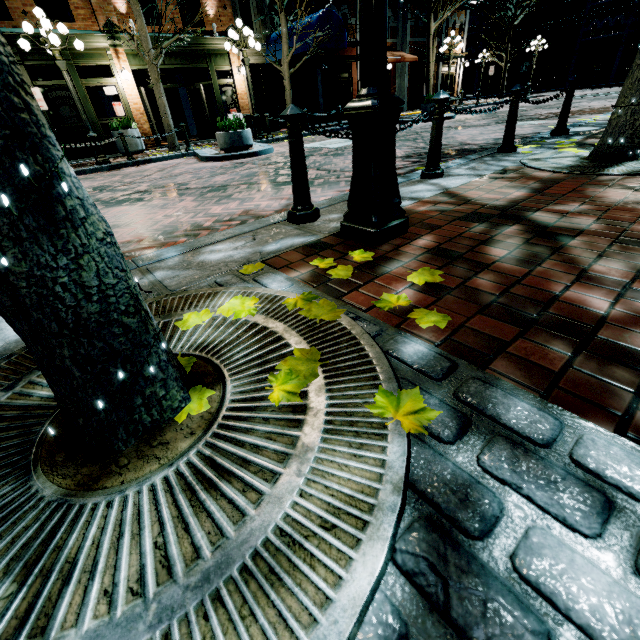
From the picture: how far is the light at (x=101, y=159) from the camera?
10.0m

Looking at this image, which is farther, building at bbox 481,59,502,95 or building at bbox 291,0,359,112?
building at bbox 481,59,502,95

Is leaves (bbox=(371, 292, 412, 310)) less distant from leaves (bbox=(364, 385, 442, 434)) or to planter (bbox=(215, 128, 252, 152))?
leaves (bbox=(364, 385, 442, 434))

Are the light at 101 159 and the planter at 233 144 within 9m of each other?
yes

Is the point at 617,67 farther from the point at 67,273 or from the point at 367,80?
the point at 67,273

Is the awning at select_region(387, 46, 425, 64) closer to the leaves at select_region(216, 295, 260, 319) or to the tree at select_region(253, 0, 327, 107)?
the tree at select_region(253, 0, 327, 107)

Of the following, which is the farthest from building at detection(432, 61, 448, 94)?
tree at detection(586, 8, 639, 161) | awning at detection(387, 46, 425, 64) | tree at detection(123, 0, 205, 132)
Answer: tree at detection(123, 0, 205, 132)

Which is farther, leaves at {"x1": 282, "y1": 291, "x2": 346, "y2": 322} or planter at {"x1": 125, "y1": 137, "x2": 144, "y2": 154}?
planter at {"x1": 125, "y1": 137, "x2": 144, "y2": 154}
